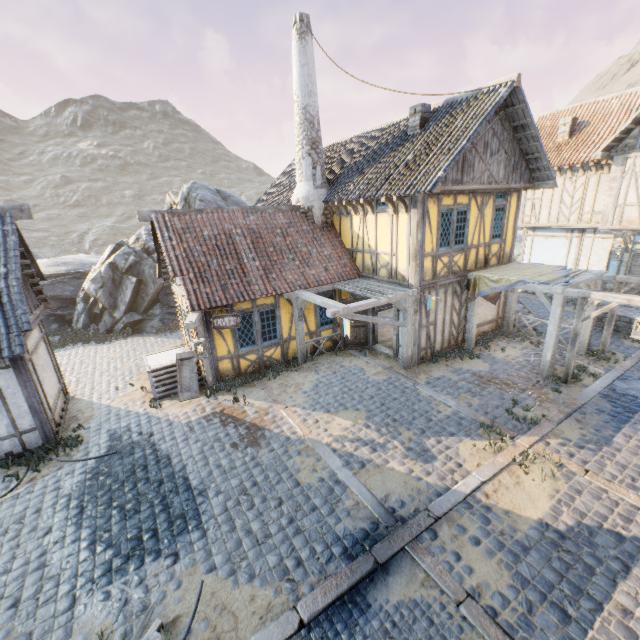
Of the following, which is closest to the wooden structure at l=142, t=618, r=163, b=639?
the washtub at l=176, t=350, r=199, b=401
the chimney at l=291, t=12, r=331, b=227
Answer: the washtub at l=176, t=350, r=199, b=401

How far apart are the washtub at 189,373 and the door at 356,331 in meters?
5.5

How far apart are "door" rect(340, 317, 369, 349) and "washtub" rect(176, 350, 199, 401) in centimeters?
547cm

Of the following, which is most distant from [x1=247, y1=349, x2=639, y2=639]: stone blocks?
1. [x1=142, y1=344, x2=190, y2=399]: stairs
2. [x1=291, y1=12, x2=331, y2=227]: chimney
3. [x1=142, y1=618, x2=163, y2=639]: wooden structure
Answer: [x1=291, y1=12, x2=331, y2=227]: chimney

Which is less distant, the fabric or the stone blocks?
the stone blocks

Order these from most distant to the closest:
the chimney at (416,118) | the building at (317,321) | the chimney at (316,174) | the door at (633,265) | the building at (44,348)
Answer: the door at (633,265), the building at (317,321), the chimney at (316,174), the chimney at (416,118), the building at (44,348)

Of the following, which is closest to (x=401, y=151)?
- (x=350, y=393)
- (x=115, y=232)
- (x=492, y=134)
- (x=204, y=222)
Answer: (x=492, y=134)

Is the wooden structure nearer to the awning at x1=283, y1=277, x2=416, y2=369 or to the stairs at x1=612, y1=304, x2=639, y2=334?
the awning at x1=283, y1=277, x2=416, y2=369
